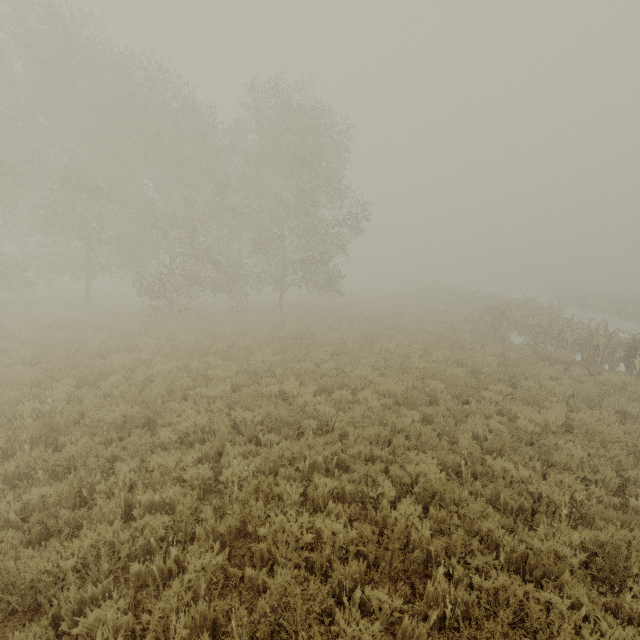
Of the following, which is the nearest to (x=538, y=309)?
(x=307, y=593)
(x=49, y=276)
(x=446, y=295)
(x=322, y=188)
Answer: (x=446, y=295)
